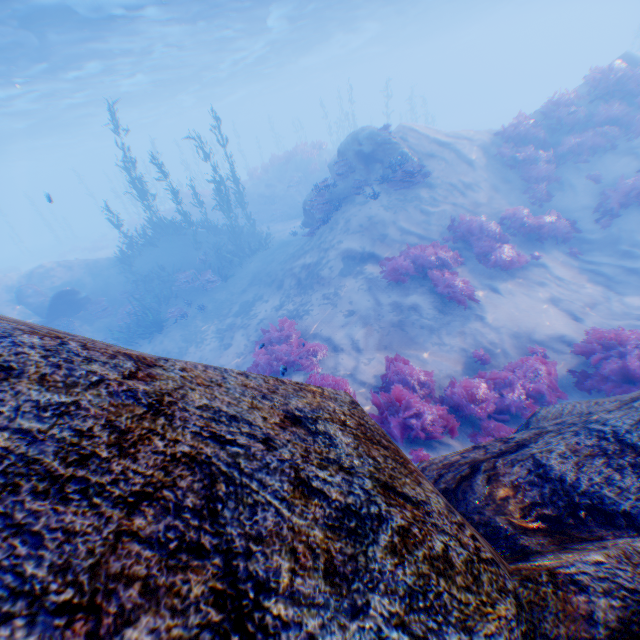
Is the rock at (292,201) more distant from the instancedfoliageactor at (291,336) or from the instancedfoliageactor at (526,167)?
the instancedfoliageactor at (291,336)

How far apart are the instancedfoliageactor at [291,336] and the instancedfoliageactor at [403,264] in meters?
3.0 m

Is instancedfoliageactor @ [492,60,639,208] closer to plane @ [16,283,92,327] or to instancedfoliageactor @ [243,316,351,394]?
instancedfoliageactor @ [243,316,351,394]

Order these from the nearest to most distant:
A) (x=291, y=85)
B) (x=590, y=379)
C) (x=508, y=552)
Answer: (x=508, y=552)
(x=590, y=379)
(x=291, y=85)

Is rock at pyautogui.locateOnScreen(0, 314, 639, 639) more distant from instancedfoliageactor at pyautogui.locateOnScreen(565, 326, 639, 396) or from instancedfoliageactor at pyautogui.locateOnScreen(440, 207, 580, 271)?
instancedfoliageactor at pyautogui.locateOnScreen(440, 207, 580, 271)

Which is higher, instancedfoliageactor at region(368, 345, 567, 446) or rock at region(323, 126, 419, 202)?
rock at region(323, 126, 419, 202)

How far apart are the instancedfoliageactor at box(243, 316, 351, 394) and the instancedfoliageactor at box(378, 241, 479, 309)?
3.03m

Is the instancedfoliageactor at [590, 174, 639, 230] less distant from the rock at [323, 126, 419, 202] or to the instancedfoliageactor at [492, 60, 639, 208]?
the instancedfoliageactor at [492, 60, 639, 208]
